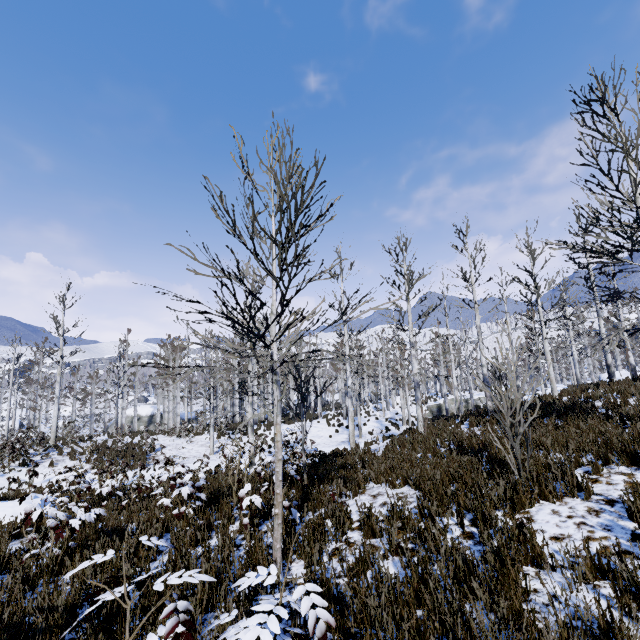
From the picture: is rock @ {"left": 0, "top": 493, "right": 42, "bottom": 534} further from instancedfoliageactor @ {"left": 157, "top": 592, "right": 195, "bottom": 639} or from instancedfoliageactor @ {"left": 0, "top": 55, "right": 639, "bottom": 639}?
instancedfoliageactor @ {"left": 0, "top": 55, "right": 639, "bottom": 639}

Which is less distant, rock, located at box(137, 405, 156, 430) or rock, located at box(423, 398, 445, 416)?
rock, located at box(423, 398, 445, 416)

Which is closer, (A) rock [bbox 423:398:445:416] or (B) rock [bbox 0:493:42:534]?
(B) rock [bbox 0:493:42:534]

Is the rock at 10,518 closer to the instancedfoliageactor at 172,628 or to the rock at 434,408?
the instancedfoliageactor at 172,628

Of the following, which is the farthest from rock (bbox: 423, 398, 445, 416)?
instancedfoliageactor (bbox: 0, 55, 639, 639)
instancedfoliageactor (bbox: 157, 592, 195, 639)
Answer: instancedfoliageactor (bbox: 157, 592, 195, 639)

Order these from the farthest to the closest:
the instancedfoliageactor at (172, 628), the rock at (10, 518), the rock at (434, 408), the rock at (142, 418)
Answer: the rock at (142, 418), the rock at (434, 408), the rock at (10, 518), the instancedfoliageactor at (172, 628)

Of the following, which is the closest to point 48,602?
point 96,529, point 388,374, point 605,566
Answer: point 96,529

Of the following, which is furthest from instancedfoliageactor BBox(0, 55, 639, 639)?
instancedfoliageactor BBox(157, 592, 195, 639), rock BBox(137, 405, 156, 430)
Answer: rock BBox(137, 405, 156, 430)
